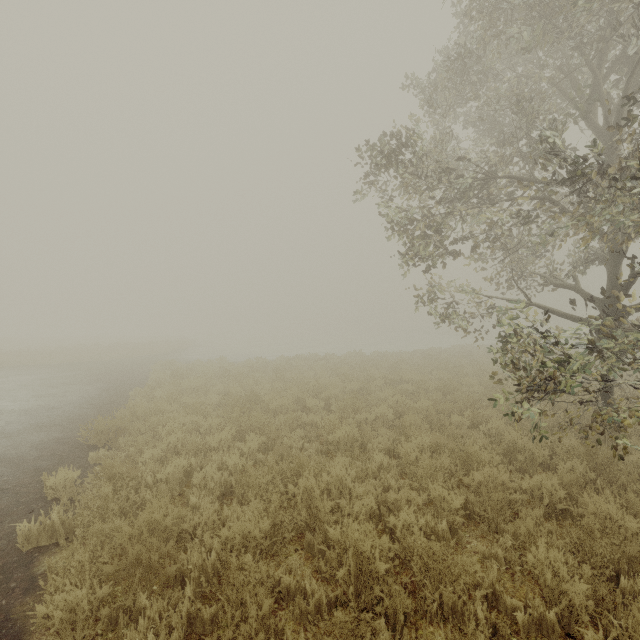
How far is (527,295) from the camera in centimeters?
780cm
